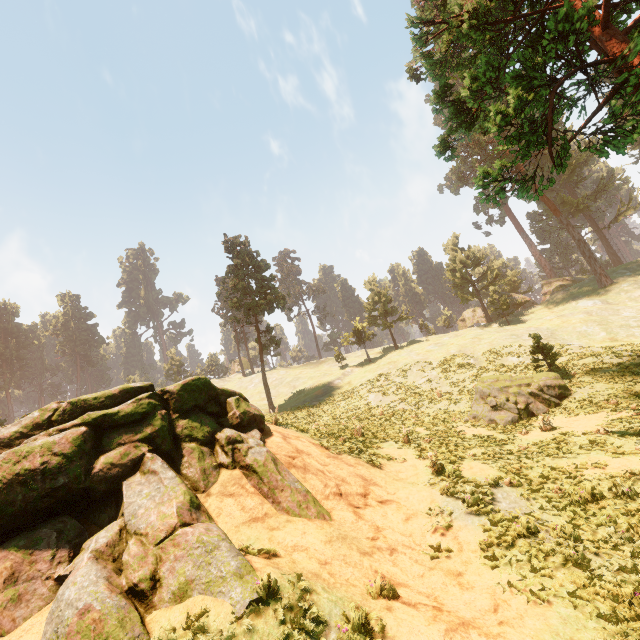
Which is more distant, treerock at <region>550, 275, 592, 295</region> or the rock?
treerock at <region>550, 275, 592, 295</region>

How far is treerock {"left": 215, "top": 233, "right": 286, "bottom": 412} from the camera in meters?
39.4 m

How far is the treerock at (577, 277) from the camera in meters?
54.4

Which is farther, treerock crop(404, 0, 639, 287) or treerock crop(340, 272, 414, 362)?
treerock crop(340, 272, 414, 362)

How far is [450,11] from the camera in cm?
1777

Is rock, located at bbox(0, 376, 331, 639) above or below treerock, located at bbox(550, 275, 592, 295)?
below

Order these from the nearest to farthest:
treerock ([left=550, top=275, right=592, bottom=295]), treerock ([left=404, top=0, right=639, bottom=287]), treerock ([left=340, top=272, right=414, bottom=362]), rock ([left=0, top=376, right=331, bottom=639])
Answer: rock ([left=0, top=376, right=331, bottom=639]) → treerock ([left=404, top=0, right=639, bottom=287]) → treerock ([left=340, top=272, right=414, bottom=362]) → treerock ([left=550, top=275, right=592, bottom=295])
